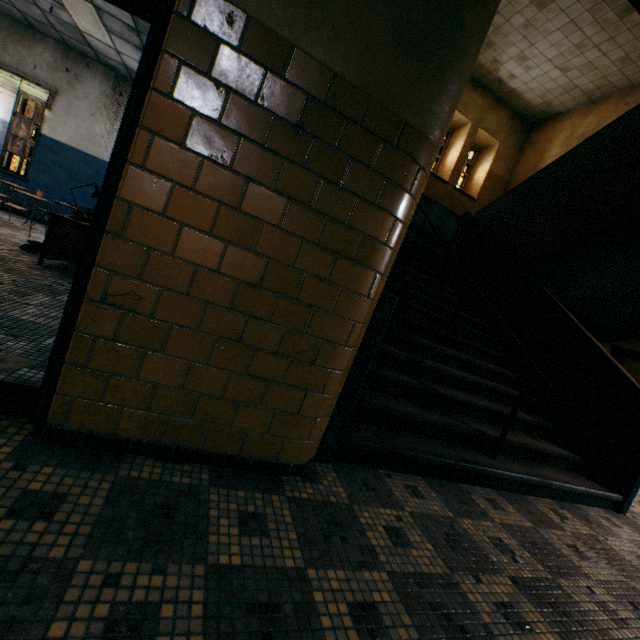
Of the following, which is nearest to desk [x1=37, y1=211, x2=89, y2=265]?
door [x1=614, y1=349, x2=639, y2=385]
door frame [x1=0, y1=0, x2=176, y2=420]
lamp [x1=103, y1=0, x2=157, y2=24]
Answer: lamp [x1=103, y1=0, x2=157, y2=24]

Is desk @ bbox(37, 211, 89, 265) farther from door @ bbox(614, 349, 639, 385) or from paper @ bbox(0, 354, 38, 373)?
door @ bbox(614, 349, 639, 385)

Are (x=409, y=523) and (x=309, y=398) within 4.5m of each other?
yes

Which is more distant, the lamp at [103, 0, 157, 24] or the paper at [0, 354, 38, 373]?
the lamp at [103, 0, 157, 24]

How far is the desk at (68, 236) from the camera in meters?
4.1

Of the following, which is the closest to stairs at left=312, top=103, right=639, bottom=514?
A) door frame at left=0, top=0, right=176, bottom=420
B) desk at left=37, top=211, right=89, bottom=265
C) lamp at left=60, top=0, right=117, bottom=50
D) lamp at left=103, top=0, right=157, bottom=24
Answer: door frame at left=0, top=0, right=176, bottom=420

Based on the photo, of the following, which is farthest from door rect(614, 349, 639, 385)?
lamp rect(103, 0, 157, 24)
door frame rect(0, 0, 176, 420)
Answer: lamp rect(103, 0, 157, 24)

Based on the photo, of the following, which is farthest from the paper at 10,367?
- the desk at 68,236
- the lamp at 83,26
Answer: the lamp at 83,26
